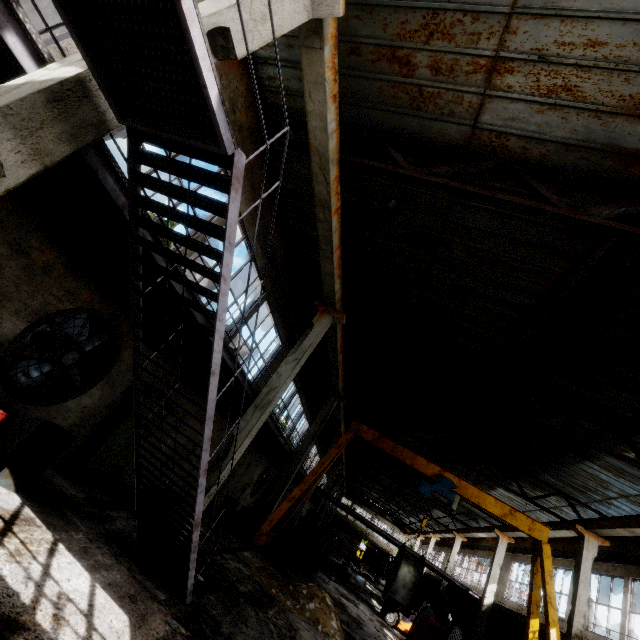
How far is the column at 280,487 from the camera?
14.56m

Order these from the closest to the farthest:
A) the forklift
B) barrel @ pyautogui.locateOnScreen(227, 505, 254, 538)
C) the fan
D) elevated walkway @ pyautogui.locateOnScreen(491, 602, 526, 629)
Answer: the fan → barrel @ pyautogui.locateOnScreen(227, 505, 254, 538) → elevated walkway @ pyautogui.locateOnScreen(491, 602, 526, 629) → the forklift

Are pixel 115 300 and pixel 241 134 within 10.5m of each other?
yes

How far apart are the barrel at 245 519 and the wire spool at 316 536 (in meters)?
3.55

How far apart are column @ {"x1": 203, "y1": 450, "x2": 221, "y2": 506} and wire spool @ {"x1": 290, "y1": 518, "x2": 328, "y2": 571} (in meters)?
9.62

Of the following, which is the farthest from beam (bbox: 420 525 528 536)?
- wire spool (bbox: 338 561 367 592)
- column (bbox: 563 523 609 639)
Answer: wire spool (bbox: 338 561 367 592)

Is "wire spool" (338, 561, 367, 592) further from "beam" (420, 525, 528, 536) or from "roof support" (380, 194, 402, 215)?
"roof support" (380, 194, 402, 215)

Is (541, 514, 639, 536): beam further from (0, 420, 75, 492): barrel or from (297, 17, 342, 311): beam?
(0, 420, 75, 492): barrel
